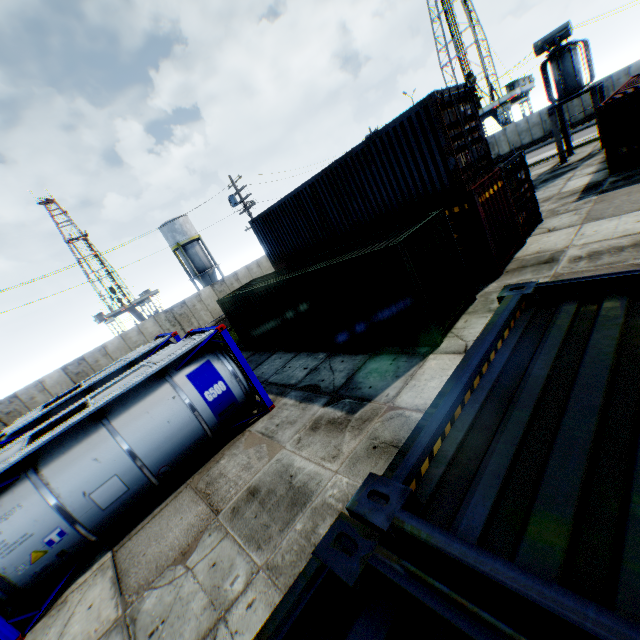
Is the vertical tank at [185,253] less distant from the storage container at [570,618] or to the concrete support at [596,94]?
the concrete support at [596,94]

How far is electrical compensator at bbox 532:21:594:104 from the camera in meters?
18.4 m

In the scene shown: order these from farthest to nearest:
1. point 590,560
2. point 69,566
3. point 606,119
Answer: point 606,119 < point 69,566 < point 590,560

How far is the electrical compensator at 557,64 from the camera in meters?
18.4 m

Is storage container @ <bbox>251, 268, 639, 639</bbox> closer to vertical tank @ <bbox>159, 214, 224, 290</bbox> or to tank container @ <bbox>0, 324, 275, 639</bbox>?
tank container @ <bbox>0, 324, 275, 639</bbox>

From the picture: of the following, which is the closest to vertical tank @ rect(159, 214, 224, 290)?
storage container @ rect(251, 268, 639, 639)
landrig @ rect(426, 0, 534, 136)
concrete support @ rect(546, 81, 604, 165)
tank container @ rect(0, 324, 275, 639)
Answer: tank container @ rect(0, 324, 275, 639)

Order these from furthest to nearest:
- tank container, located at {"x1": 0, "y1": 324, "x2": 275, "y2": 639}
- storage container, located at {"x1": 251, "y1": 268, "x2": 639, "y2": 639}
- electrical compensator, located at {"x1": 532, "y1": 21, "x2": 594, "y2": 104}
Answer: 1. electrical compensator, located at {"x1": 532, "y1": 21, "x2": 594, "y2": 104}
2. tank container, located at {"x1": 0, "y1": 324, "x2": 275, "y2": 639}
3. storage container, located at {"x1": 251, "y1": 268, "x2": 639, "y2": 639}

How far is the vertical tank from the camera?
41.6m
